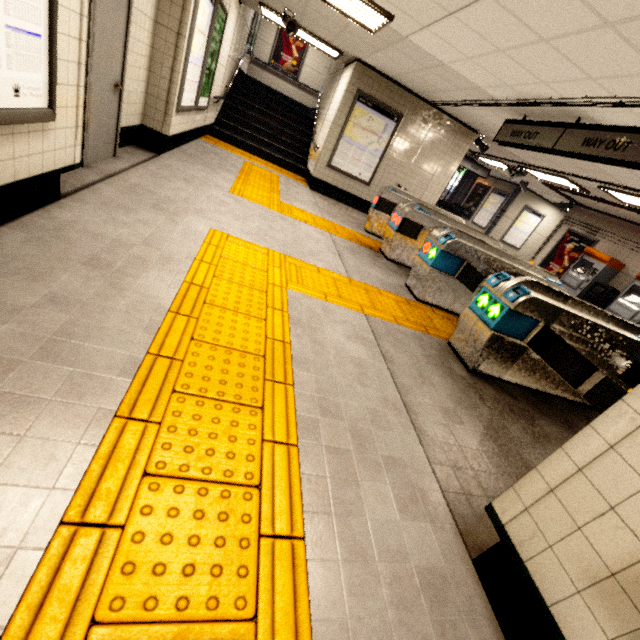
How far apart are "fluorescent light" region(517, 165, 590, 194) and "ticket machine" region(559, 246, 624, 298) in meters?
2.0

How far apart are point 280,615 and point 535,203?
17.6m

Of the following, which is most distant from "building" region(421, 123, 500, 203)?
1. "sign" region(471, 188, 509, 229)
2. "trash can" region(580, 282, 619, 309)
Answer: "sign" region(471, 188, 509, 229)

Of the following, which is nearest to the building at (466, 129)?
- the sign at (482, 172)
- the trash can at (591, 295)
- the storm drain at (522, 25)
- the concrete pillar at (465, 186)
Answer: the storm drain at (522, 25)

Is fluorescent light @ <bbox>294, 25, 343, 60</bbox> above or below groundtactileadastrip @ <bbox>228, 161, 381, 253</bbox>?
above

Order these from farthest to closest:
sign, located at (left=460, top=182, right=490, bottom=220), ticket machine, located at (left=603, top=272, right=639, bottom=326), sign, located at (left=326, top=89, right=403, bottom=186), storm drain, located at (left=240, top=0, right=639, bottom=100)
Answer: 1. sign, located at (left=460, top=182, right=490, bottom=220)
2. ticket machine, located at (left=603, top=272, right=639, bottom=326)
3. sign, located at (left=326, top=89, right=403, bottom=186)
4. storm drain, located at (left=240, top=0, right=639, bottom=100)

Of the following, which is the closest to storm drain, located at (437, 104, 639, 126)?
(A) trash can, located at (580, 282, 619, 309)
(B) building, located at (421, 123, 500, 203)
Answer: (B) building, located at (421, 123, 500, 203)

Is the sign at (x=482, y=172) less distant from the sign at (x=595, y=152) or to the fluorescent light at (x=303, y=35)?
the fluorescent light at (x=303, y=35)
